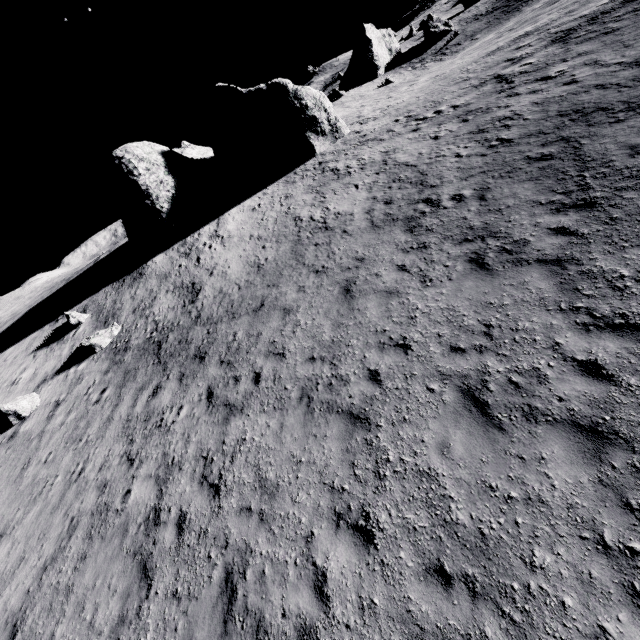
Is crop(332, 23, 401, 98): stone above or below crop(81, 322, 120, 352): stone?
above

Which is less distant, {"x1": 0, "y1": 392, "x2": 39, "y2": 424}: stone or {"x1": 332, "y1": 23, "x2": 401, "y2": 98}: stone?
{"x1": 0, "y1": 392, "x2": 39, "y2": 424}: stone

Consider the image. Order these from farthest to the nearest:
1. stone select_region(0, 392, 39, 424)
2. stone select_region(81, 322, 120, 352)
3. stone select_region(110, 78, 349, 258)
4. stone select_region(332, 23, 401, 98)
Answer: stone select_region(332, 23, 401, 98) < stone select_region(110, 78, 349, 258) < stone select_region(81, 322, 120, 352) < stone select_region(0, 392, 39, 424)

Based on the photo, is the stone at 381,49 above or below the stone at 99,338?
above

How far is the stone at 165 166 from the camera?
23.0m

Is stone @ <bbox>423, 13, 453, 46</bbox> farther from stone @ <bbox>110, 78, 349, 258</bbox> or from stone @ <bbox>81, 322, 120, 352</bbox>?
stone @ <bbox>81, 322, 120, 352</bbox>

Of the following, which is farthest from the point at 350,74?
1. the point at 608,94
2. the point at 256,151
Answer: the point at 608,94

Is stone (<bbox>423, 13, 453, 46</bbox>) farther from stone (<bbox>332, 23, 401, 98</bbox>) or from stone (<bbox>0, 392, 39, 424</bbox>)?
stone (<bbox>0, 392, 39, 424</bbox>)
